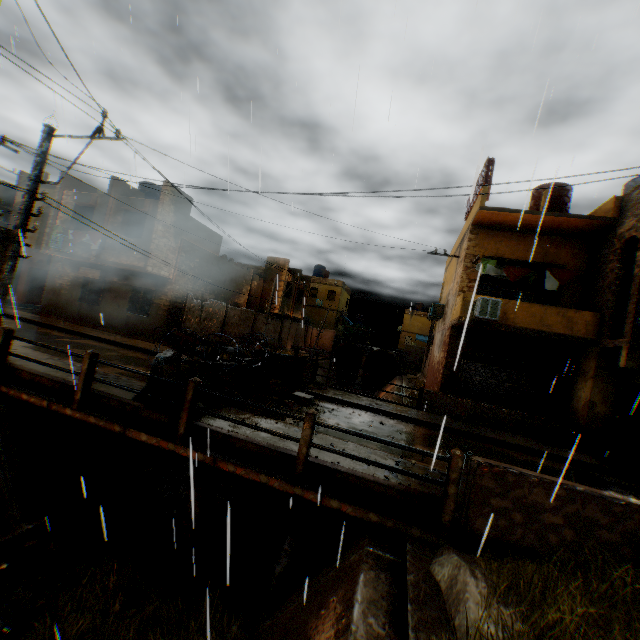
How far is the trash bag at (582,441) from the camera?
11.31m

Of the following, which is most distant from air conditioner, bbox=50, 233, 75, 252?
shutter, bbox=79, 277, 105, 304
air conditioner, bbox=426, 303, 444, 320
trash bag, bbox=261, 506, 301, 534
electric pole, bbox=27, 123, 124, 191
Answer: trash bag, bbox=261, 506, 301, 534

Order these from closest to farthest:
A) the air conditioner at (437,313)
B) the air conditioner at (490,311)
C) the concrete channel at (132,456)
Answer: the concrete channel at (132,456), the air conditioner at (490,311), the air conditioner at (437,313)

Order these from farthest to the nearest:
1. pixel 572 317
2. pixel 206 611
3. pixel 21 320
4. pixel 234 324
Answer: pixel 234 324 < pixel 21 320 < pixel 572 317 < pixel 206 611

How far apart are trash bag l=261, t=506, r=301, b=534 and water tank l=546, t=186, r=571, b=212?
16.2m

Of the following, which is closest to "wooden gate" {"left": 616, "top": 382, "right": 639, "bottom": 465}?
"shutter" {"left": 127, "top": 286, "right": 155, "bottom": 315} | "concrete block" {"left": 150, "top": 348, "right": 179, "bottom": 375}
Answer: "concrete block" {"left": 150, "top": 348, "right": 179, "bottom": 375}

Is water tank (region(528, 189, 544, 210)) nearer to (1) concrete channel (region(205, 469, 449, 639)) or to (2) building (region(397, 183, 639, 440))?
(2) building (region(397, 183, 639, 440))

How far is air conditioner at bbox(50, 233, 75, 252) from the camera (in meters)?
17.81
